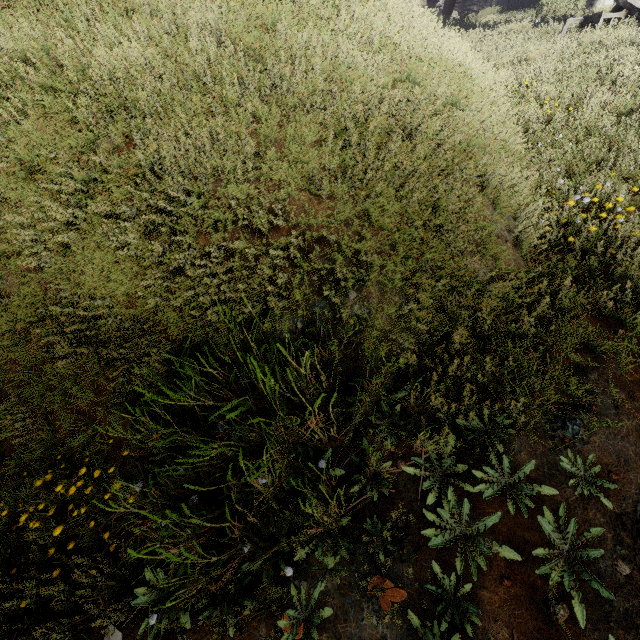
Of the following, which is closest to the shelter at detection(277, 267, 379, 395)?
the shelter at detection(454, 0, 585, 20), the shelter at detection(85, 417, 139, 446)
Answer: the shelter at detection(85, 417, 139, 446)

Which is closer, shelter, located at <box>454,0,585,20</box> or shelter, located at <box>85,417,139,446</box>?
shelter, located at <box>85,417,139,446</box>

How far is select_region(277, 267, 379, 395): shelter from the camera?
1.9m

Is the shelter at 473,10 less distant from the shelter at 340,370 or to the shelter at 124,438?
the shelter at 124,438

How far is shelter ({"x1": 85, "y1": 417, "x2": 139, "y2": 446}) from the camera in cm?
189

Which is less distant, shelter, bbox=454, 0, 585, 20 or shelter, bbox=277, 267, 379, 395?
shelter, bbox=277, 267, 379, 395

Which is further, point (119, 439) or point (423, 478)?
point (119, 439)
